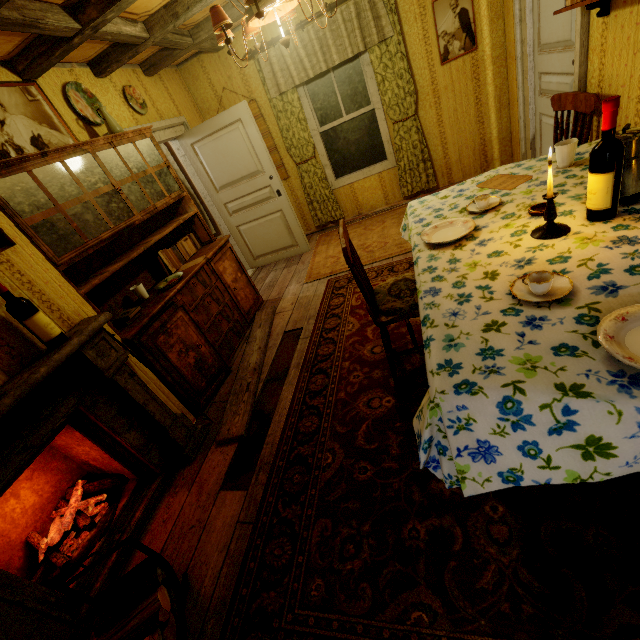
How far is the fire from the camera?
1.9 meters

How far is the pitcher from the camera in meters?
3.0 m

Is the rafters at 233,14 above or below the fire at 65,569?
above

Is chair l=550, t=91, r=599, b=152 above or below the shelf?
below

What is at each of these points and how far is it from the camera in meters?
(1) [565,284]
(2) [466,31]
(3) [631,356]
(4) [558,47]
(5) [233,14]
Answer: (1) cup, 1.2
(2) picture frame, 3.8
(3) plate, 0.9
(4) door, 2.8
(5) rafters, 3.4

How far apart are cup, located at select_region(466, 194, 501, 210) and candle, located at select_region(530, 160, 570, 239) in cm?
40

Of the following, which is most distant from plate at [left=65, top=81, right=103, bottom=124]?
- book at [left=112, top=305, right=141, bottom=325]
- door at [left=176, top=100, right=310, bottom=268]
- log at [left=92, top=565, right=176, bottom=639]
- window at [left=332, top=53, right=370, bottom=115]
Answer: log at [left=92, top=565, right=176, bottom=639]

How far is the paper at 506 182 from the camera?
2.04m
